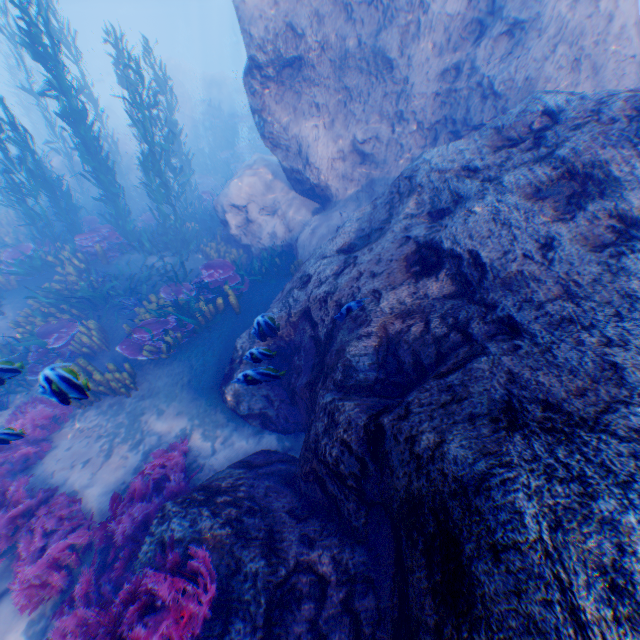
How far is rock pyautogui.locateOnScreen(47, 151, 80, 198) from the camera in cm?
1653

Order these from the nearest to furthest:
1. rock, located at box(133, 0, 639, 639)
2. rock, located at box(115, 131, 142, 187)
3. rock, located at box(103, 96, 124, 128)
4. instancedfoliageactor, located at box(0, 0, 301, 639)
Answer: rock, located at box(133, 0, 639, 639) → instancedfoliageactor, located at box(0, 0, 301, 639) → rock, located at box(115, 131, 142, 187) → rock, located at box(103, 96, 124, 128)

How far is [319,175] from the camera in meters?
9.0

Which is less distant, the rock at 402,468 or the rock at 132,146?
the rock at 402,468

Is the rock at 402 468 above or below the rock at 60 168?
above

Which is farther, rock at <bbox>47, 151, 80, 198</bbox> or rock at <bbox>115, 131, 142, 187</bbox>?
rock at <bbox>115, 131, 142, 187</bbox>

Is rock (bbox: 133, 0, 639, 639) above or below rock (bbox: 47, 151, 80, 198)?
above
